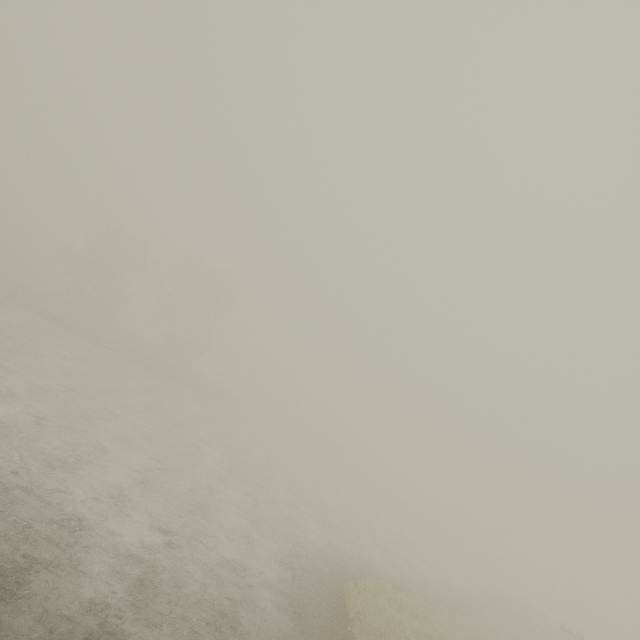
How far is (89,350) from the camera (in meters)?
28.17
